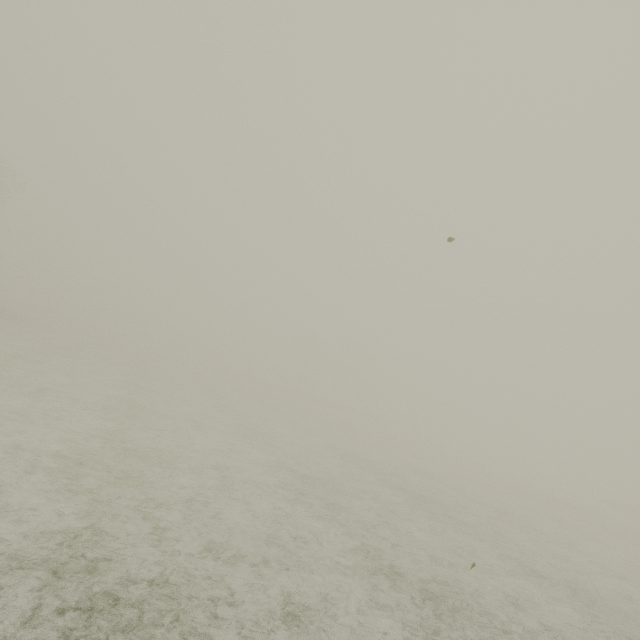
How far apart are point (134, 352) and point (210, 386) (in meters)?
17.67
